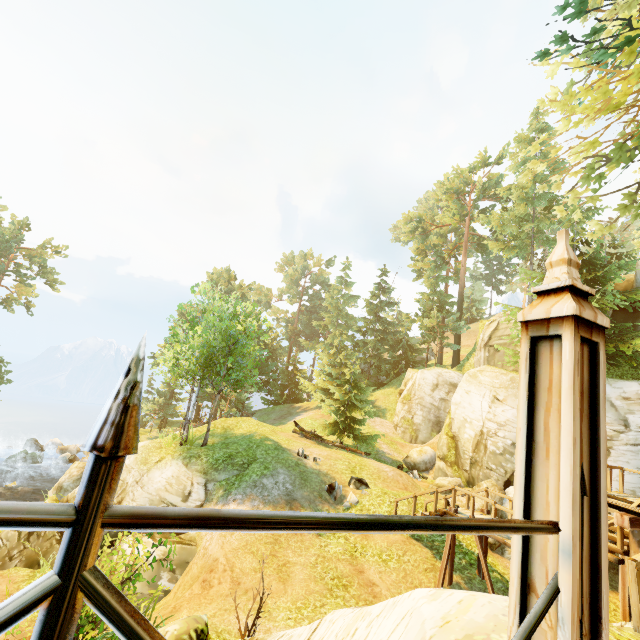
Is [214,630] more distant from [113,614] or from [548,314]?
[548,314]

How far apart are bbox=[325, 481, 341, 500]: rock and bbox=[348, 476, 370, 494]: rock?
0.5m

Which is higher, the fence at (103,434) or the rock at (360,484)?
the fence at (103,434)

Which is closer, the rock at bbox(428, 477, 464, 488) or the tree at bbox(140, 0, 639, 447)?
the tree at bbox(140, 0, 639, 447)

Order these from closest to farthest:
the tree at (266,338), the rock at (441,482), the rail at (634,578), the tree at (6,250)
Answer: the rail at (634,578), the tree at (266,338), the rock at (441,482), the tree at (6,250)

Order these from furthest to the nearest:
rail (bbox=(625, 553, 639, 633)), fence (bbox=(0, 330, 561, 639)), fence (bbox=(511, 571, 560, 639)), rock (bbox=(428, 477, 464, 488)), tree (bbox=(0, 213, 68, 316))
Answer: tree (bbox=(0, 213, 68, 316)) → rock (bbox=(428, 477, 464, 488)) → rail (bbox=(625, 553, 639, 633)) → fence (bbox=(511, 571, 560, 639)) → fence (bbox=(0, 330, 561, 639))

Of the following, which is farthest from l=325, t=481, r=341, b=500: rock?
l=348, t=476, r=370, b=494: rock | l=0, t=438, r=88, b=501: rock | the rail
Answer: l=0, t=438, r=88, b=501: rock
